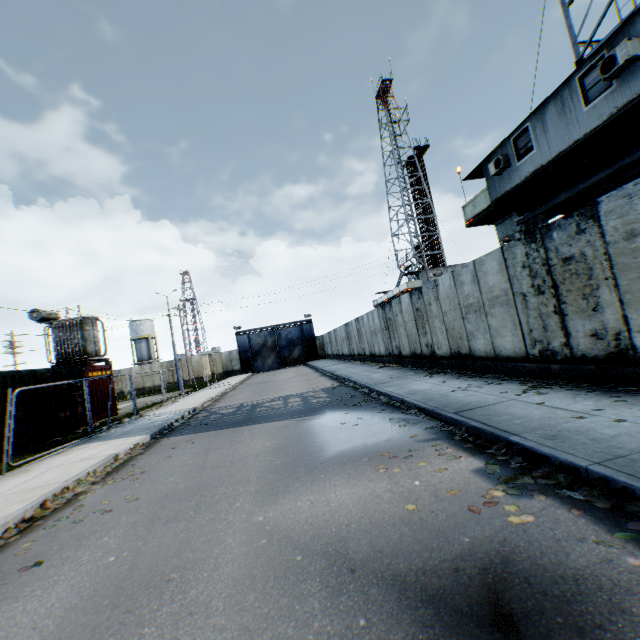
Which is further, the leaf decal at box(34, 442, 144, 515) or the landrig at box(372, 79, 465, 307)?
the landrig at box(372, 79, 465, 307)

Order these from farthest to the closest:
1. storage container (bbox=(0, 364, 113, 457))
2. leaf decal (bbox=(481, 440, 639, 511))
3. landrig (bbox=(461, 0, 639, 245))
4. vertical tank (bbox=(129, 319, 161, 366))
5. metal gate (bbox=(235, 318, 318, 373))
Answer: vertical tank (bbox=(129, 319, 161, 366))
metal gate (bbox=(235, 318, 318, 373))
storage container (bbox=(0, 364, 113, 457))
landrig (bbox=(461, 0, 639, 245))
leaf decal (bbox=(481, 440, 639, 511))

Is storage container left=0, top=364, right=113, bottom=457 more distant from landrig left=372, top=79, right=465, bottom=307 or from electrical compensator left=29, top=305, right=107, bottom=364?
landrig left=372, top=79, right=465, bottom=307

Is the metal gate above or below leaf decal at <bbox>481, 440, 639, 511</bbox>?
above

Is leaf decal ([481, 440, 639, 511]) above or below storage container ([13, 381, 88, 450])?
below

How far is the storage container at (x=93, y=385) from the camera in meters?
16.5 m

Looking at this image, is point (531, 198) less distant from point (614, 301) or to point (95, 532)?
point (614, 301)

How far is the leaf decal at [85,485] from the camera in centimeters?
568cm
